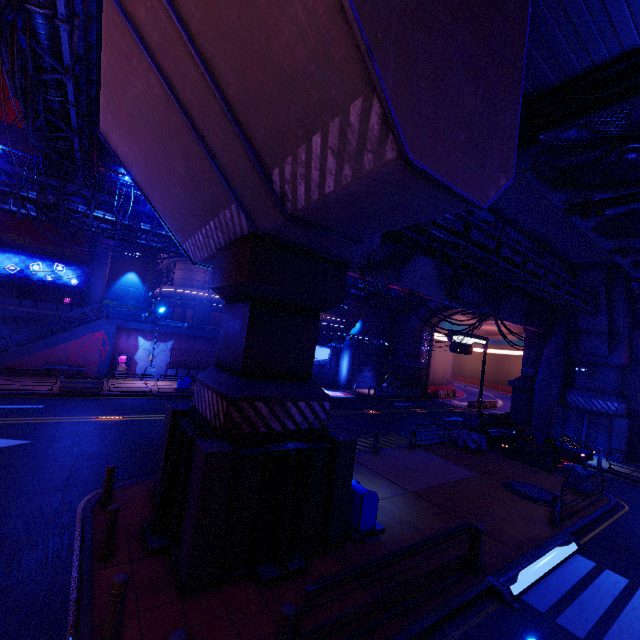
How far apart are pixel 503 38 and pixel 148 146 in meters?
8.1 m

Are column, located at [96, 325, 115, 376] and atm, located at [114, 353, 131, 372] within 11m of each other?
yes

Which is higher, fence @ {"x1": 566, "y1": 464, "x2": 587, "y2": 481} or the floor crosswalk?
fence @ {"x1": 566, "y1": 464, "x2": 587, "y2": 481}

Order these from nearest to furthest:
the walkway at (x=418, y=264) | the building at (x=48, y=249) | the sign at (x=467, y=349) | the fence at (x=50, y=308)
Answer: the walkway at (x=418, y=264) < the sign at (x=467, y=349) < the fence at (x=50, y=308) < the building at (x=48, y=249)

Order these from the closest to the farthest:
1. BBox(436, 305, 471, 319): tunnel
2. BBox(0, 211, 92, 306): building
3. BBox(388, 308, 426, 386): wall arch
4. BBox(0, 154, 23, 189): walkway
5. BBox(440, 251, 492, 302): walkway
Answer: BBox(0, 154, 23, 189): walkway → BBox(440, 251, 492, 302): walkway → BBox(0, 211, 92, 306): building → BBox(436, 305, 471, 319): tunnel → BBox(388, 308, 426, 386): wall arch

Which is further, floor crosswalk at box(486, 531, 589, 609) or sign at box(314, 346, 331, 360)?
sign at box(314, 346, 331, 360)

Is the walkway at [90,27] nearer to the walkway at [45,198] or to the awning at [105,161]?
the awning at [105,161]

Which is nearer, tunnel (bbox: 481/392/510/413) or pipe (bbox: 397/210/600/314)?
pipe (bbox: 397/210/600/314)
